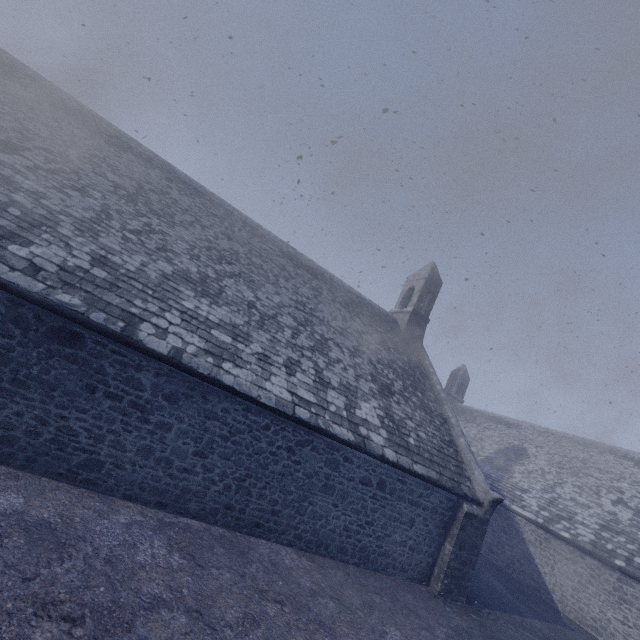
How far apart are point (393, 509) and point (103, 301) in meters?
9.1 m
